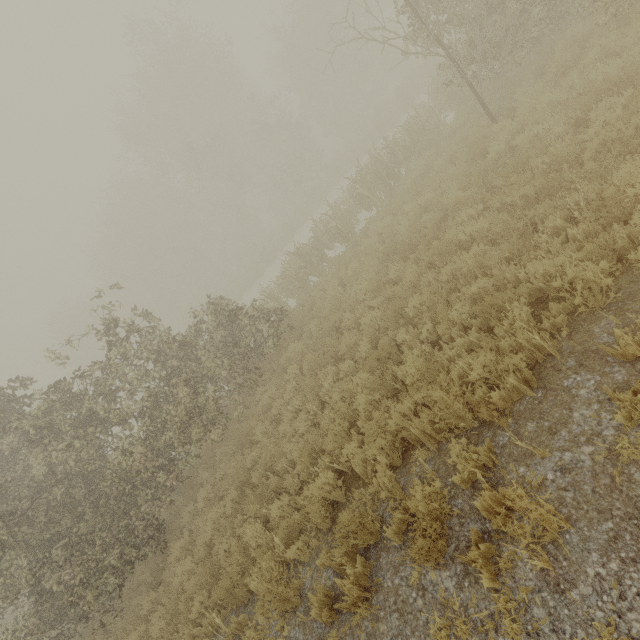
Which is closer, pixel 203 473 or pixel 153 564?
pixel 153 564

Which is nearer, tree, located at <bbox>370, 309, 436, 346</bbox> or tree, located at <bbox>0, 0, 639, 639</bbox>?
tree, located at <bbox>370, 309, 436, 346</bbox>

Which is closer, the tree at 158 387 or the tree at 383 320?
the tree at 383 320

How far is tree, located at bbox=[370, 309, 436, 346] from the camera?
6.1m

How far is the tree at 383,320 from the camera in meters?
6.1 m

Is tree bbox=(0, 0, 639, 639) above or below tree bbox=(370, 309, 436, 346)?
above
